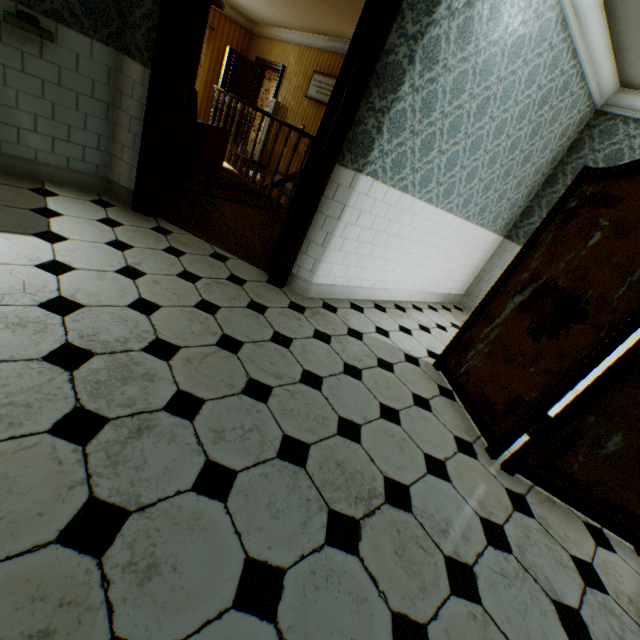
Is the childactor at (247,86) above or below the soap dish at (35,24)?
above

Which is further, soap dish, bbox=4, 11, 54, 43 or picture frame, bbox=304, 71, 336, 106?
picture frame, bbox=304, 71, 336, 106

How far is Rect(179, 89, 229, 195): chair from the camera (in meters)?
3.62

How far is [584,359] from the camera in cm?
185

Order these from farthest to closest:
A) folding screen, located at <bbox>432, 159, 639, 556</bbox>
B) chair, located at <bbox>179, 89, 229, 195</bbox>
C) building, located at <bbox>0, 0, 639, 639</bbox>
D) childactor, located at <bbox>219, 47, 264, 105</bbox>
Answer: childactor, located at <bbox>219, 47, 264, 105</bbox>, chair, located at <bbox>179, 89, 229, 195</bbox>, folding screen, located at <bbox>432, 159, 639, 556</bbox>, building, located at <bbox>0, 0, 639, 639</bbox>

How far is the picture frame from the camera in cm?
733

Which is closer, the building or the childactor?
the building

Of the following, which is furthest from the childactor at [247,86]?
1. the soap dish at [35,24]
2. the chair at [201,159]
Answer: the soap dish at [35,24]
